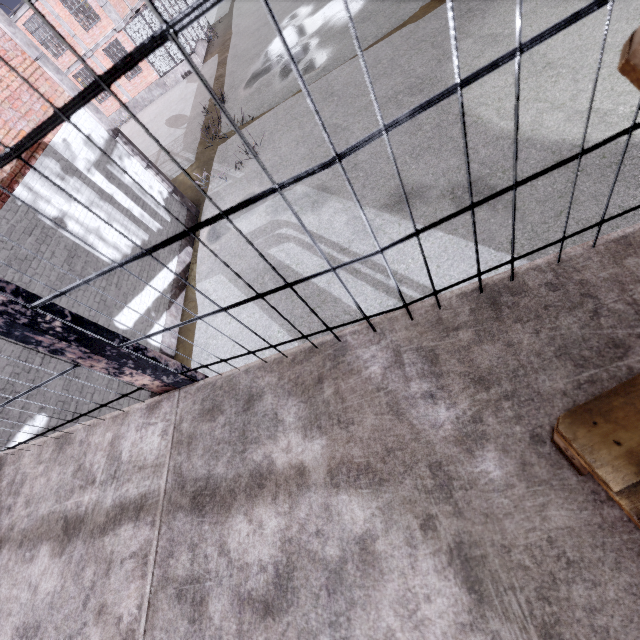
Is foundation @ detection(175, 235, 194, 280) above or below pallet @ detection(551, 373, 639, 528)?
below

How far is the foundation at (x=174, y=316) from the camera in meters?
8.4

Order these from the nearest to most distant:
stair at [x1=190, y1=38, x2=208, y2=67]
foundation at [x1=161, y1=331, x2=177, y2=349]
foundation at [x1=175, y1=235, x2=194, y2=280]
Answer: foundation at [x1=161, y1=331, x2=177, y2=349]
foundation at [x1=175, y1=235, x2=194, y2=280]
stair at [x1=190, y1=38, x2=208, y2=67]

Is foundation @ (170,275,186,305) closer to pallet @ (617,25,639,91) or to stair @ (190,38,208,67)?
pallet @ (617,25,639,91)

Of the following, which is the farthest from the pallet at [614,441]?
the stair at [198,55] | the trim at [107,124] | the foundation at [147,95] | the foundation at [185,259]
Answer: the foundation at [147,95]

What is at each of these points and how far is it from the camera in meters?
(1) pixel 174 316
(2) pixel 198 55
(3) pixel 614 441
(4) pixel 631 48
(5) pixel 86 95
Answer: (1) foundation, 8.7 m
(2) stair, 22.2 m
(3) pallet, 0.6 m
(4) pallet, 0.4 m
(5) cage, 0.5 m

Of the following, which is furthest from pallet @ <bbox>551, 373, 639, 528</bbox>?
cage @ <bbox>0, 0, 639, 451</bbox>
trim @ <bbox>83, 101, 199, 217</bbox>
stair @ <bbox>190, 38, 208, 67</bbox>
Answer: stair @ <bbox>190, 38, 208, 67</bbox>

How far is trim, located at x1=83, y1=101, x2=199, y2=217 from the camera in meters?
8.6 m
